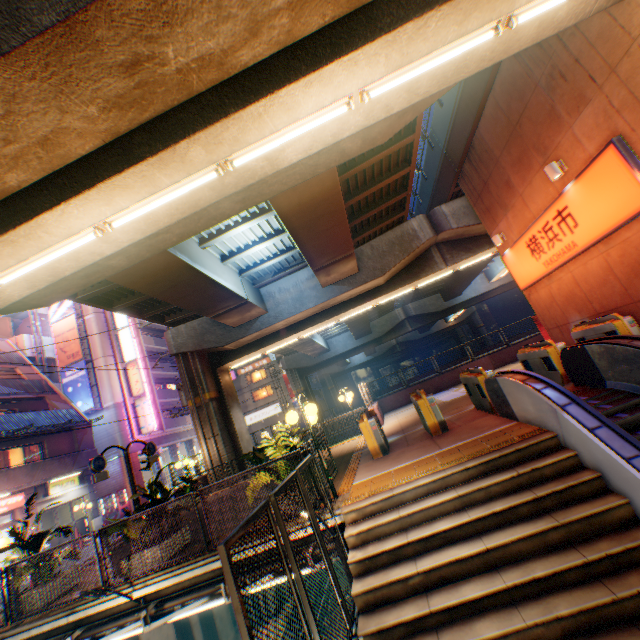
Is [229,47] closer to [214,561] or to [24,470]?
[214,561]

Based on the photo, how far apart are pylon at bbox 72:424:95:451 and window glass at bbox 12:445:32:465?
2.0 meters

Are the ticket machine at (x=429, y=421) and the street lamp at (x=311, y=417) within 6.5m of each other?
yes

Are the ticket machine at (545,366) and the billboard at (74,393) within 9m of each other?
no

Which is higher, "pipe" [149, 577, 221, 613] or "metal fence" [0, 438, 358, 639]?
"metal fence" [0, 438, 358, 639]

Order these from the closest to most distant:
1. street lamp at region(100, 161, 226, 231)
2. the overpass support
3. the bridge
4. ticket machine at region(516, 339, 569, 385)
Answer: the overpass support → street lamp at region(100, 161, 226, 231) → the bridge → ticket machine at region(516, 339, 569, 385)

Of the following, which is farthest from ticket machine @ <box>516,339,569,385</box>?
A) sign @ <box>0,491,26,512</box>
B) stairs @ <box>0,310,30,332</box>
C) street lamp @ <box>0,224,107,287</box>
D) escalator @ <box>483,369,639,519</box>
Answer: stairs @ <box>0,310,30,332</box>

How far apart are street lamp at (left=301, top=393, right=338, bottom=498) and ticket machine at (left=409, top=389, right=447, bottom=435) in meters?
3.0
